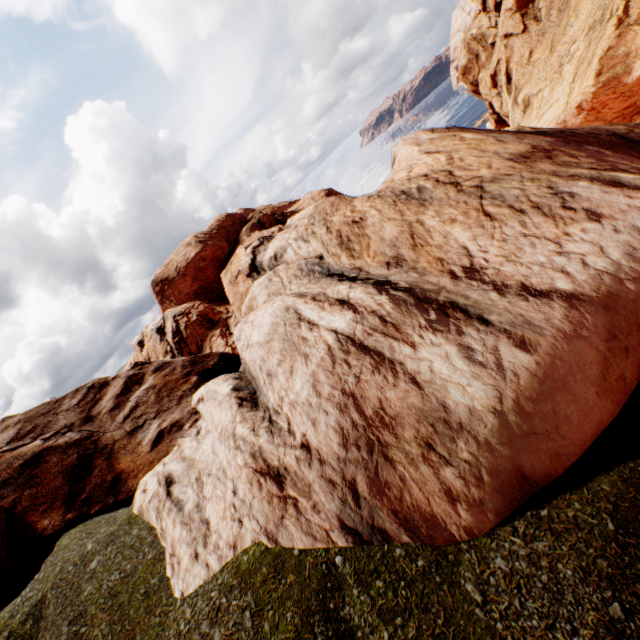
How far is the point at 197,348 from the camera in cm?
3909
